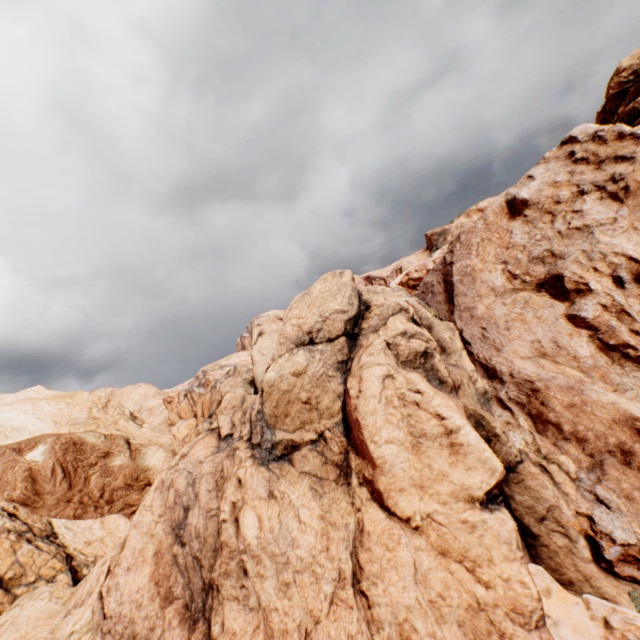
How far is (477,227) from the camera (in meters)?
8.42
